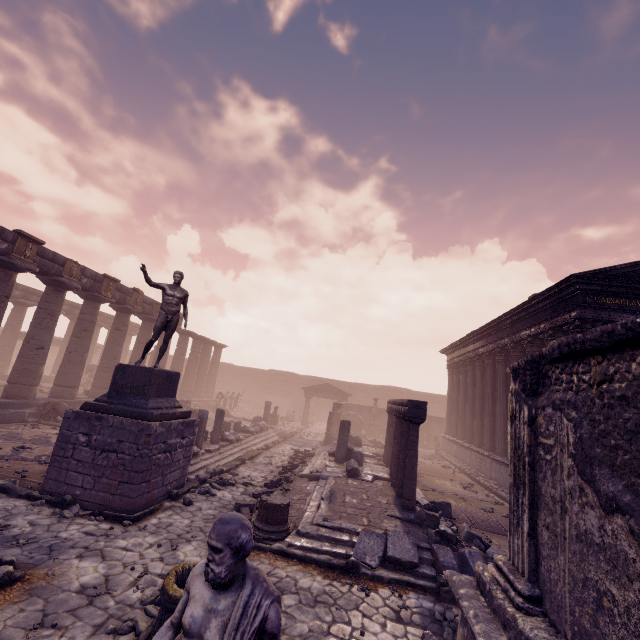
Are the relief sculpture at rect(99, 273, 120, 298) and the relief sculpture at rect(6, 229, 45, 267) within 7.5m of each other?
yes

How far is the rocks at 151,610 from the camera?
4.4m

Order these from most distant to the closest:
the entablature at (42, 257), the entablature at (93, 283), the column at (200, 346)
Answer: the column at (200, 346) < the entablature at (93, 283) < the entablature at (42, 257)

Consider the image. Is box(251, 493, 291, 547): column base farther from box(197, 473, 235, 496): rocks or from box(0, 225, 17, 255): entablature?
box(0, 225, 17, 255): entablature

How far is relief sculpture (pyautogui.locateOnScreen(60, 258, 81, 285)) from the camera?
14.7m

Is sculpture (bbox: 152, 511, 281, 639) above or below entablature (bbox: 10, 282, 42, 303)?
below

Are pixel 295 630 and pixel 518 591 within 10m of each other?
yes

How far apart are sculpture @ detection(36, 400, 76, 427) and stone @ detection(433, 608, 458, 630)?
14.7 meters
